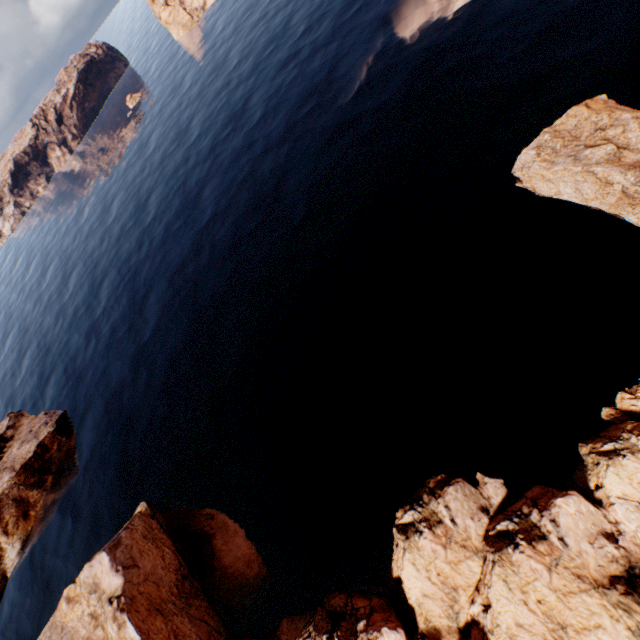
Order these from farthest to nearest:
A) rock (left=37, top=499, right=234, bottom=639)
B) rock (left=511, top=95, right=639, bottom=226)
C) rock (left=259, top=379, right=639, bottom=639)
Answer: rock (left=37, top=499, right=234, bottom=639), rock (left=511, top=95, right=639, bottom=226), rock (left=259, top=379, right=639, bottom=639)

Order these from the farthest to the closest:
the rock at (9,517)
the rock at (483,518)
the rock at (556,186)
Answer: the rock at (9,517)
the rock at (556,186)
the rock at (483,518)

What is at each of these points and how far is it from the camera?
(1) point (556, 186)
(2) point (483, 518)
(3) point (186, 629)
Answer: (1) rock, 23.4 meters
(2) rock, 18.7 meters
(3) rock, 22.2 meters

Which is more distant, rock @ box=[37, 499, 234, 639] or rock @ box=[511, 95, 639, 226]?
rock @ box=[37, 499, 234, 639]

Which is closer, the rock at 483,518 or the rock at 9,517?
the rock at 483,518
